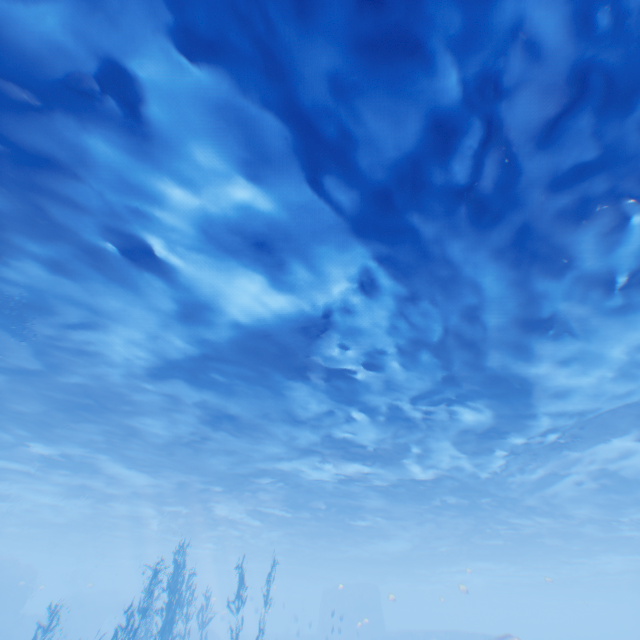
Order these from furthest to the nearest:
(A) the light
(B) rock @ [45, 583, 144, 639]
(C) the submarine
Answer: (B) rock @ [45, 583, 144, 639] → (C) the submarine → (A) the light

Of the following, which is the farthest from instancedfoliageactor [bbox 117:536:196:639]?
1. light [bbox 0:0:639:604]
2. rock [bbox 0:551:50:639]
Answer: light [bbox 0:0:639:604]

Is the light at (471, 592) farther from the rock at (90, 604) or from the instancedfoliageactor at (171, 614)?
the instancedfoliageactor at (171, 614)

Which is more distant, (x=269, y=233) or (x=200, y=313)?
(x=200, y=313)

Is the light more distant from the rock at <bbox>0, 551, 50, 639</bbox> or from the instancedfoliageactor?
the instancedfoliageactor

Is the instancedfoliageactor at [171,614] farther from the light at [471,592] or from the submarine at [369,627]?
the light at [471,592]
